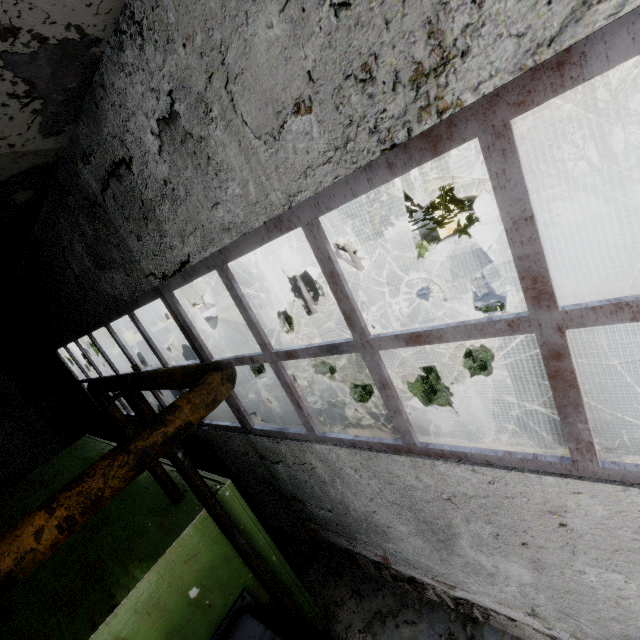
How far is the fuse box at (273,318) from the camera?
16.6 meters

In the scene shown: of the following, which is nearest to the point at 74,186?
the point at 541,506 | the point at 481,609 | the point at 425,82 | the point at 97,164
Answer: the point at 97,164

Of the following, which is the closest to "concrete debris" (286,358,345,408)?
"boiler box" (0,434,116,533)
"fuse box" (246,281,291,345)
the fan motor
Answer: "fuse box" (246,281,291,345)

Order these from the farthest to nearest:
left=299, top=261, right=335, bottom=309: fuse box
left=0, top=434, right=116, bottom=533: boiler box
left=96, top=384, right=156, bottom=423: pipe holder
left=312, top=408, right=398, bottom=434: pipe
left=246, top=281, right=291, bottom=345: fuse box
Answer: left=299, top=261, right=335, bottom=309: fuse box, left=246, top=281, right=291, bottom=345: fuse box, left=312, top=408, right=398, bottom=434: pipe, left=0, top=434, right=116, bottom=533: boiler box, left=96, top=384, right=156, bottom=423: pipe holder

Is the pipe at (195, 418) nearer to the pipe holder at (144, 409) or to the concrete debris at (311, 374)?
the concrete debris at (311, 374)

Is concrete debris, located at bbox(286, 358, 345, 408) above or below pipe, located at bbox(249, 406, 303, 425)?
below

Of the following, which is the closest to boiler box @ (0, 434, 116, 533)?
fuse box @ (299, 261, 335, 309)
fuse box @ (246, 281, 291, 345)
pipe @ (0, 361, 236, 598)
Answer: pipe @ (0, 361, 236, 598)

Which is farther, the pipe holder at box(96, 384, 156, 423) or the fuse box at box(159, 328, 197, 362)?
the fuse box at box(159, 328, 197, 362)
